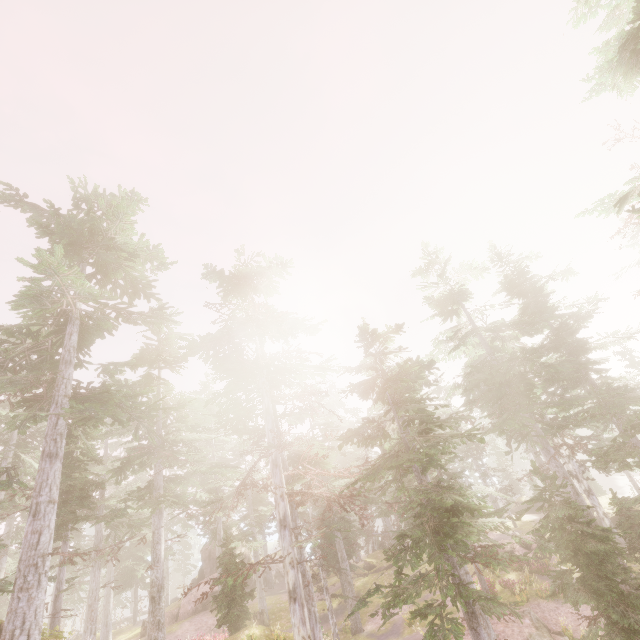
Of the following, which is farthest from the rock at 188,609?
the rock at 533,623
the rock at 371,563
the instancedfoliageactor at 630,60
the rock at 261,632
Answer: the rock at 533,623

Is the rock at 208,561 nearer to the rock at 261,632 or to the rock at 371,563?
the rock at 371,563

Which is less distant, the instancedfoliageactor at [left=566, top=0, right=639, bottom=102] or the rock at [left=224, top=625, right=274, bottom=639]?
the instancedfoliageactor at [left=566, top=0, right=639, bottom=102]

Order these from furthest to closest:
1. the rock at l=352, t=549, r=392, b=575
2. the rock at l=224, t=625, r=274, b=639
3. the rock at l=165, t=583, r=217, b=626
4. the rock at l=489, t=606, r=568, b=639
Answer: the rock at l=352, t=549, r=392, b=575
the rock at l=165, t=583, r=217, b=626
the rock at l=224, t=625, r=274, b=639
the rock at l=489, t=606, r=568, b=639

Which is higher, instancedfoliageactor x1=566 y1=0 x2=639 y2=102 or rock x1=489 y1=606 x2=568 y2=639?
instancedfoliageactor x1=566 y1=0 x2=639 y2=102

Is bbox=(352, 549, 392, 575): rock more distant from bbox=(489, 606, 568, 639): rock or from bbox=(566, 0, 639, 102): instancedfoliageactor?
bbox=(489, 606, 568, 639): rock

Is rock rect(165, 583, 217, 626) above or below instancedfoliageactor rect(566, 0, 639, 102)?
below

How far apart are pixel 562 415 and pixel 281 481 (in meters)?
27.28
